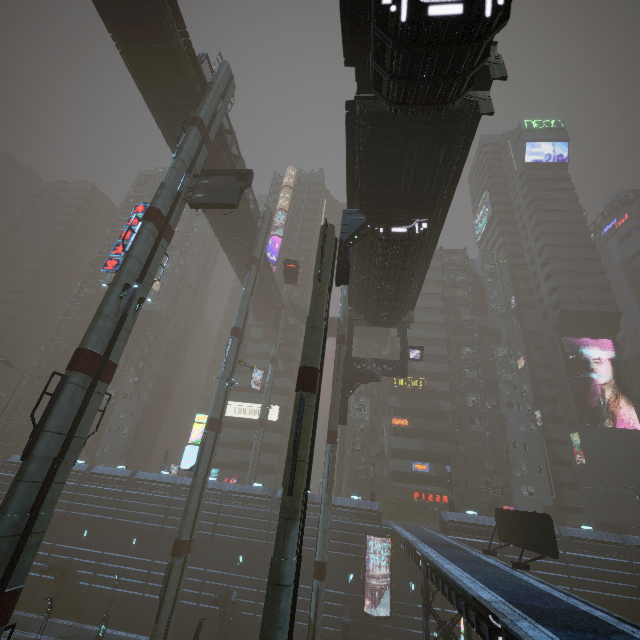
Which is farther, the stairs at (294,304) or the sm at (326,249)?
the stairs at (294,304)

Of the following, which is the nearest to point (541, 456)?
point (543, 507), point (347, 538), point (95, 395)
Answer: point (543, 507)

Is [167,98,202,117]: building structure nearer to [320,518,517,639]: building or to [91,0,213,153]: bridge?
[91,0,213,153]: bridge

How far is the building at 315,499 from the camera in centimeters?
3569cm

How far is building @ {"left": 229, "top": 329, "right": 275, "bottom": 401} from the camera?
54.2m

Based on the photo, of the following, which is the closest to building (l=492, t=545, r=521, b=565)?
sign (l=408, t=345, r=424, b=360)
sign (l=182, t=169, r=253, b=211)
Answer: sign (l=408, t=345, r=424, b=360)

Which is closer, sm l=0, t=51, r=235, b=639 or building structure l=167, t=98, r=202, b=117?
sm l=0, t=51, r=235, b=639

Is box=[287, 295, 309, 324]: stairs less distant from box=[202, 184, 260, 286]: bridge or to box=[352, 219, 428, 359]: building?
box=[202, 184, 260, 286]: bridge
